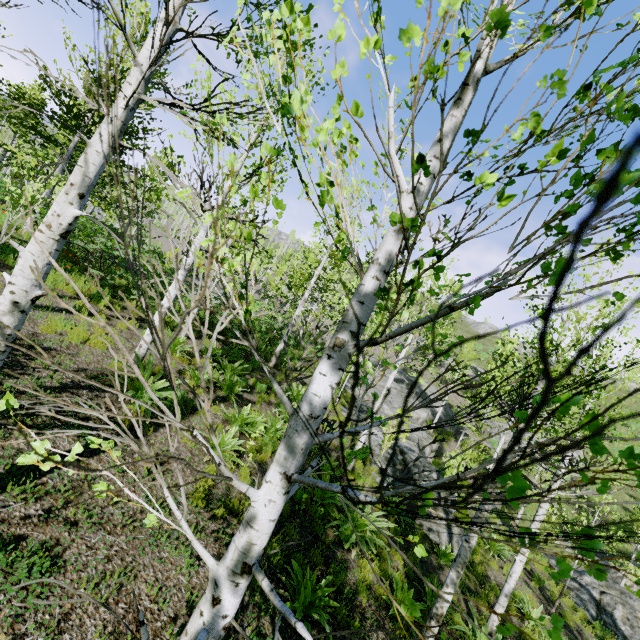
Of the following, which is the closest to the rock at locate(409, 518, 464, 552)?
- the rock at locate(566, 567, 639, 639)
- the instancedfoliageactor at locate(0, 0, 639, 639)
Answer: the instancedfoliageactor at locate(0, 0, 639, 639)

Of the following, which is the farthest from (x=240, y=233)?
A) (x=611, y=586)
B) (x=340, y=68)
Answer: (x=611, y=586)

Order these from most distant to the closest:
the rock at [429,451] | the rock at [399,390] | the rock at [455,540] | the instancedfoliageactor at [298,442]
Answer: the rock at [399,390], the rock at [429,451], the rock at [455,540], the instancedfoliageactor at [298,442]

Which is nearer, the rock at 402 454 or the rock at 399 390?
the rock at 402 454

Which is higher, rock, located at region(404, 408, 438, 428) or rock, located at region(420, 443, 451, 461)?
rock, located at region(404, 408, 438, 428)

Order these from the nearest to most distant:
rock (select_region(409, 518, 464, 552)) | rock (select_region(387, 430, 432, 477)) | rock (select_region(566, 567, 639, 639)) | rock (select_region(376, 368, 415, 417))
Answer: rock (select_region(409, 518, 464, 552))
rock (select_region(566, 567, 639, 639))
rock (select_region(387, 430, 432, 477))
rock (select_region(376, 368, 415, 417))

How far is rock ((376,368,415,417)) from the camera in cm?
2205
